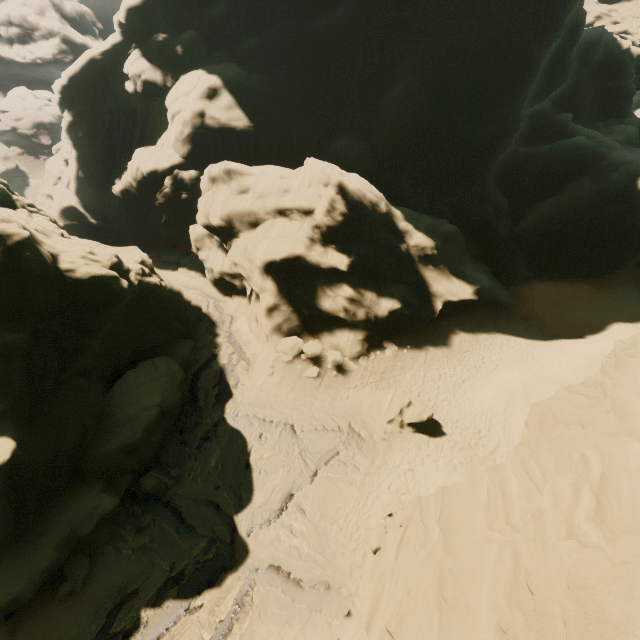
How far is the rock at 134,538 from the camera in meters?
12.6

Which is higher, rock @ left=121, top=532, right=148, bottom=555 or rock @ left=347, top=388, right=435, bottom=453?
rock @ left=347, top=388, right=435, bottom=453

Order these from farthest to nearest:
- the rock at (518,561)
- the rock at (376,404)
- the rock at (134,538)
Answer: the rock at (376,404), the rock at (134,538), the rock at (518,561)

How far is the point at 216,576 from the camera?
12.1 meters

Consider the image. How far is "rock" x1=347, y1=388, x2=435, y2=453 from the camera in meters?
17.2 m

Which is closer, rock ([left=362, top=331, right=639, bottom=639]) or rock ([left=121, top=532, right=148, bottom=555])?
rock ([left=362, top=331, right=639, bottom=639])
